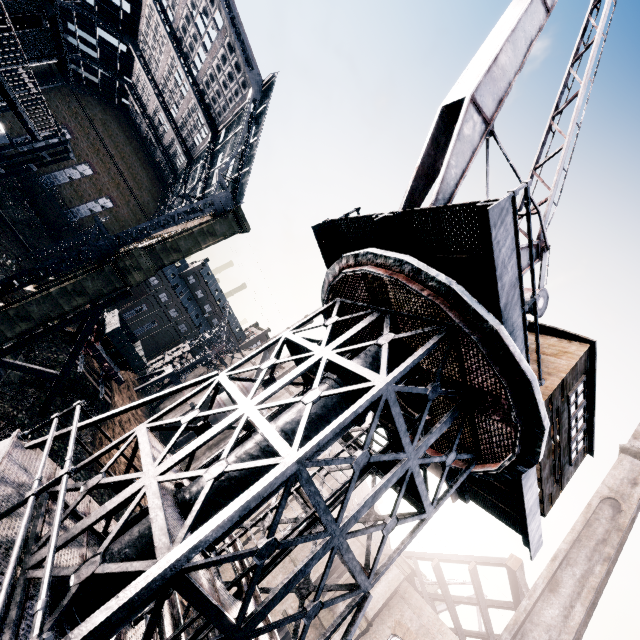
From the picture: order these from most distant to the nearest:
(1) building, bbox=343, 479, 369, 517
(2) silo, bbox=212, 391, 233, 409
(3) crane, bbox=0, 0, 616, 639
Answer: (2) silo, bbox=212, 391, 233, 409, (1) building, bbox=343, 479, 369, 517, (3) crane, bbox=0, 0, 616, 639

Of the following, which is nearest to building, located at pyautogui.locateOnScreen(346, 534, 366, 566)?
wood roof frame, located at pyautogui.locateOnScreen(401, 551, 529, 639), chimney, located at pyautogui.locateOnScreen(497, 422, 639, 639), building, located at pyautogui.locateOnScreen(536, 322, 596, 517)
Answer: wood roof frame, located at pyautogui.locateOnScreen(401, 551, 529, 639)

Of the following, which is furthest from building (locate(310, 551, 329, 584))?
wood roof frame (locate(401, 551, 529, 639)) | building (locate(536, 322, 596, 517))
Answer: building (locate(536, 322, 596, 517))

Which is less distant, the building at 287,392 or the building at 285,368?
the building at 287,392

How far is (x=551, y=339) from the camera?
9.8m

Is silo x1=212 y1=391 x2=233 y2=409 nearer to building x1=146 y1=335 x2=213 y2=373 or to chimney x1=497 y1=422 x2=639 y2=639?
building x1=146 y1=335 x2=213 y2=373

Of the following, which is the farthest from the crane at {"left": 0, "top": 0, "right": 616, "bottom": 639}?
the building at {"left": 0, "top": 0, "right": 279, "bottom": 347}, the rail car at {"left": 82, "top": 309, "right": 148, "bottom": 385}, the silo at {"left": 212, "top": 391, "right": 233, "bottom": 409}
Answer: the silo at {"left": 212, "top": 391, "right": 233, "bottom": 409}

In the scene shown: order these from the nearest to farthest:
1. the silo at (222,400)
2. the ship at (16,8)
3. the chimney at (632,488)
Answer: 1. the ship at (16,8)
2. the chimney at (632,488)
3. the silo at (222,400)
